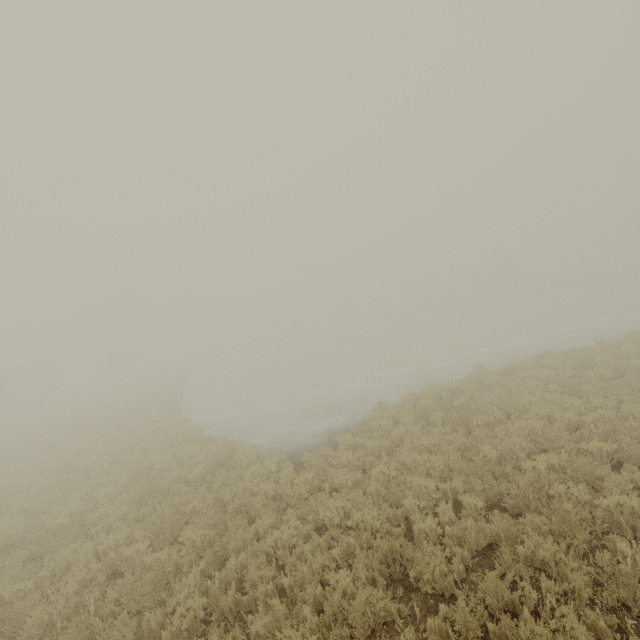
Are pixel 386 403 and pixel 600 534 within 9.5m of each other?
yes
